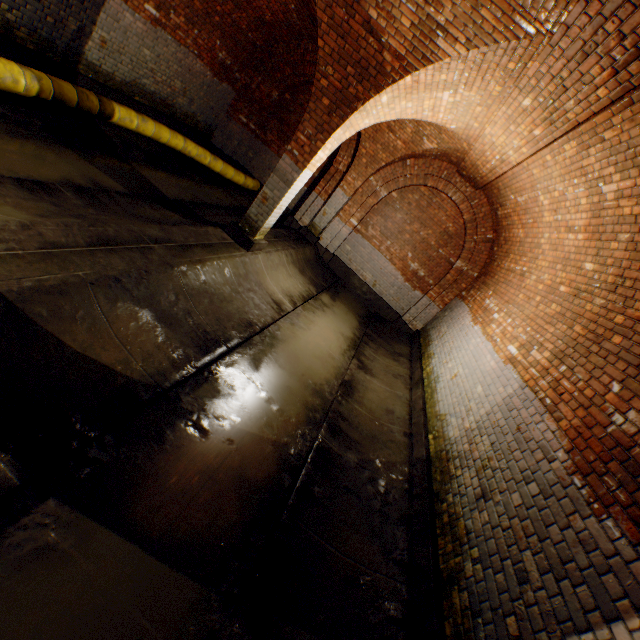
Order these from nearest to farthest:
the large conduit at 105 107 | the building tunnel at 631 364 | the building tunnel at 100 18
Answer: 1. the building tunnel at 631 364
2. the large conduit at 105 107
3. the building tunnel at 100 18

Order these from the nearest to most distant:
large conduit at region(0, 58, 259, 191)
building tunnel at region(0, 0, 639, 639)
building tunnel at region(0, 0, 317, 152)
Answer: building tunnel at region(0, 0, 639, 639)
large conduit at region(0, 58, 259, 191)
building tunnel at region(0, 0, 317, 152)

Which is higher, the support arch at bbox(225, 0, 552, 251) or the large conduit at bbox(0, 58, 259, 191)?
the support arch at bbox(225, 0, 552, 251)

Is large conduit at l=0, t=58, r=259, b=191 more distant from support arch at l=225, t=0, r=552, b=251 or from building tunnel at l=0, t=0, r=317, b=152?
support arch at l=225, t=0, r=552, b=251

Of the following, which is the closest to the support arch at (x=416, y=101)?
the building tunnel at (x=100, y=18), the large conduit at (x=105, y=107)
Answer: the building tunnel at (x=100, y=18)

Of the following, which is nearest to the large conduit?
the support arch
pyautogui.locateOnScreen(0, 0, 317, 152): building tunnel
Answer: pyautogui.locateOnScreen(0, 0, 317, 152): building tunnel

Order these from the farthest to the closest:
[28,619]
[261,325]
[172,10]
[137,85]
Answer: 1. [137,85]
2. [172,10]
3. [261,325]
4. [28,619]
